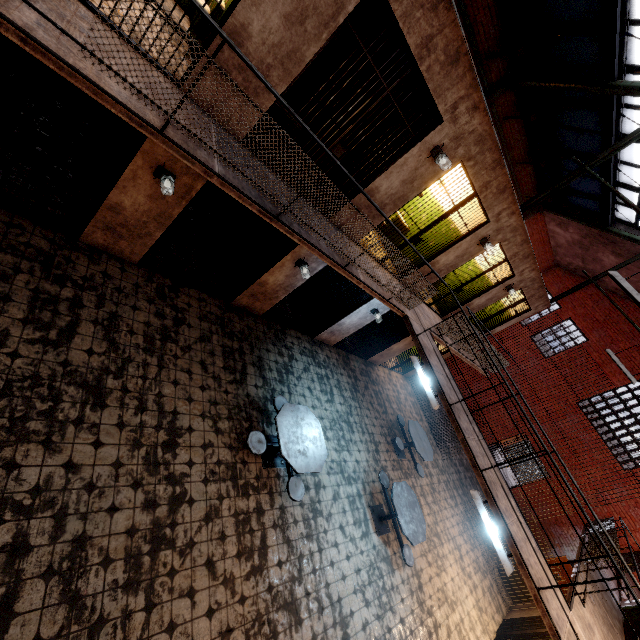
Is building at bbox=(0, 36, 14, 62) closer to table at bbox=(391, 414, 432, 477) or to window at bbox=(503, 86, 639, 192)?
window at bbox=(503, 86, 639, 192)

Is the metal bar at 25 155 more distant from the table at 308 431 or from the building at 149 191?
the table at 308 431

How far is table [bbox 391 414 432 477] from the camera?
9.2 meters

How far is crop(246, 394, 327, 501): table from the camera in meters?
5.2 m

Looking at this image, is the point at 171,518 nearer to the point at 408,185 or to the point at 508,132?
the point at 408,185

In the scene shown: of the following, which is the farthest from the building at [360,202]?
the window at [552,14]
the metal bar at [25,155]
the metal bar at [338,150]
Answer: the window at [552,14]

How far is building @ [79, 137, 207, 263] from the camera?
4.6m

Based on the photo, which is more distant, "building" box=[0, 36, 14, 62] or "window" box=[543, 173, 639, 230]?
"window" box=[543, 173, 639, 230]
